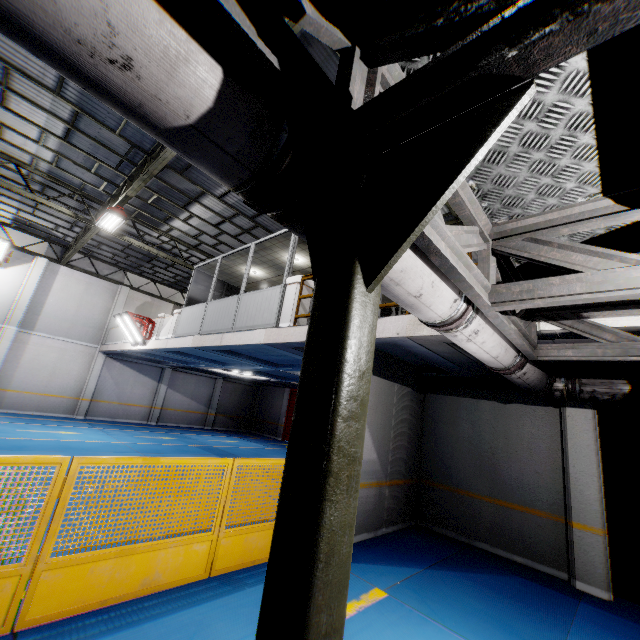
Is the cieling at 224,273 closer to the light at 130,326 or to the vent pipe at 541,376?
the light at 130,326

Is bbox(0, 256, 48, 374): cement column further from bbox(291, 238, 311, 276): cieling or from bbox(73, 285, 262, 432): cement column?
bbox(291, 238, 311, 276): cieling

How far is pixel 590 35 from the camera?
0.85m

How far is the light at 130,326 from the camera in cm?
1352

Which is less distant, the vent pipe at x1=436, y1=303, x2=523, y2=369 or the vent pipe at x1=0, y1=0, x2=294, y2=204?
the vent pipe at x1=0, y1=0, x2=294, y2=204

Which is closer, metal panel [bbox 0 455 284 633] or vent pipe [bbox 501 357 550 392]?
metal panel [bbox 0 455 284 633]

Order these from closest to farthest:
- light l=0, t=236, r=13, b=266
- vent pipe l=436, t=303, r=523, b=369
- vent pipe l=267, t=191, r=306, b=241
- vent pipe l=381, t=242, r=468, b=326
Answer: vent pipe l=267, t=191, r=306, b=241 < vent pipe l=381, t=242, r=468, b=326 < vent pipe l=436, t=303, r=523, b=369 < light l=0, t=236, r=13, b=266

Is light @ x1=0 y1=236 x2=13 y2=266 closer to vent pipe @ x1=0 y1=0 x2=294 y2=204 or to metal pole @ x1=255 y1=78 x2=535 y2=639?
vent pipe @ x1=0 y1=0 x2=294 y2=204
